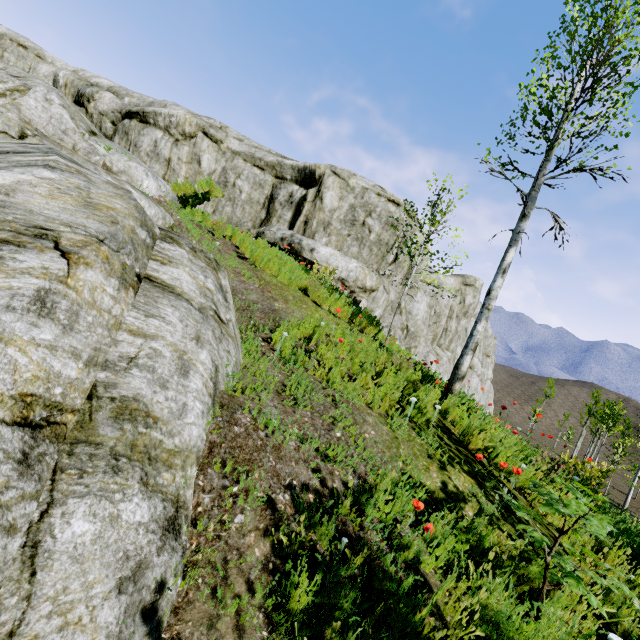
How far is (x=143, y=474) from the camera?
1.7m

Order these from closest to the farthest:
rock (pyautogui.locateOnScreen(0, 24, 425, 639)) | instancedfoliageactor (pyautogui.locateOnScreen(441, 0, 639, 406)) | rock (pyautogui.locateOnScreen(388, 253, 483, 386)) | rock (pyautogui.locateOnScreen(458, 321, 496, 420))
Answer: rock (pyautogui.locateOnScreen(0, 24, 425, 639)), instancedfoliageactor (pyautogui.locateOnScreen(441, 0, 639, 406)), rock (pyautogui.locateOnScreen(458, 321, 496, 420)), rock (pyautogui.locateOnScreen(388, 253, 483, 386))

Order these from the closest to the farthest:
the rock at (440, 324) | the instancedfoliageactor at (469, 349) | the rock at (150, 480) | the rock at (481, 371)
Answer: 1. the rock at (150, 480)
2. the instancedfoliageactor at (469, 349)
3. the rock at (481, 371)
4. the rock at (440, 324)

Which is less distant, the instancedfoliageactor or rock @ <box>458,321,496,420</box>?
the instancedfoliageactor

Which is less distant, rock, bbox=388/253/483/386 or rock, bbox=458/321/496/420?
rock, bbox=458/321/496/420

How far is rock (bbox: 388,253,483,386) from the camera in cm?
1592

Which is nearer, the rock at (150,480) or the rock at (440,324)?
the rock at (150,480)
